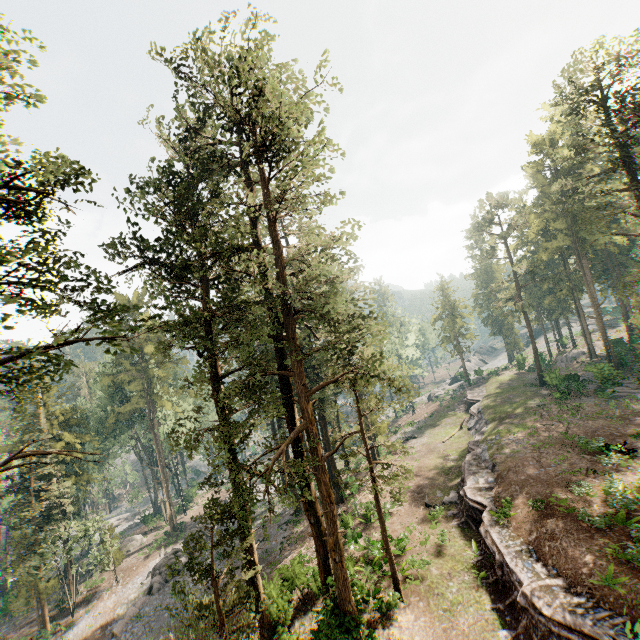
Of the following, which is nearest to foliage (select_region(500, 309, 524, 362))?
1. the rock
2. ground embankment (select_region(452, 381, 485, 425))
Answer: the rock

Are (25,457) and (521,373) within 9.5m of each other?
no

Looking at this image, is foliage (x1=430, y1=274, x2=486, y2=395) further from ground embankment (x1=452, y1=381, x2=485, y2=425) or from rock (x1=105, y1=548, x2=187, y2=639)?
ground embankment (x1=452, y1=381, x2=485, y2=425)

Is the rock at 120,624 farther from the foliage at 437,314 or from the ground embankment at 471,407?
the ground embankment at 471,407

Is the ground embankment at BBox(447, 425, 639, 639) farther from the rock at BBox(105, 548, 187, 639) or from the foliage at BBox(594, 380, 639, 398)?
the rock at BBox(105, 548, 187, 639)

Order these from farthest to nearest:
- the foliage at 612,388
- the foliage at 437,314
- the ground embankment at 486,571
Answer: the foliage at 437,314, the foliage at 612,388, the ground embankment at 486,571

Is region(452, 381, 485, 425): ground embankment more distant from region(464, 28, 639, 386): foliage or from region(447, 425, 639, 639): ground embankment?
region(447, 425, 639, 639): ground embankment

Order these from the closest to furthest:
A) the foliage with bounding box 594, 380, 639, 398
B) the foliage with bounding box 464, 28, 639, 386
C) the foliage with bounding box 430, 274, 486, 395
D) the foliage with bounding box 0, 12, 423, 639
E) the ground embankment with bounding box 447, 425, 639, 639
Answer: the ground embankment with bounding box 447, 425, 639, 639
the foliage with bounding box 0, 12, 423, 639
the foliage with bounding box 464, 28, 639, 386
the foliage with bounding box 594, 380, 639, 398
the foliage with bounding box 430, 274, 486, 395
